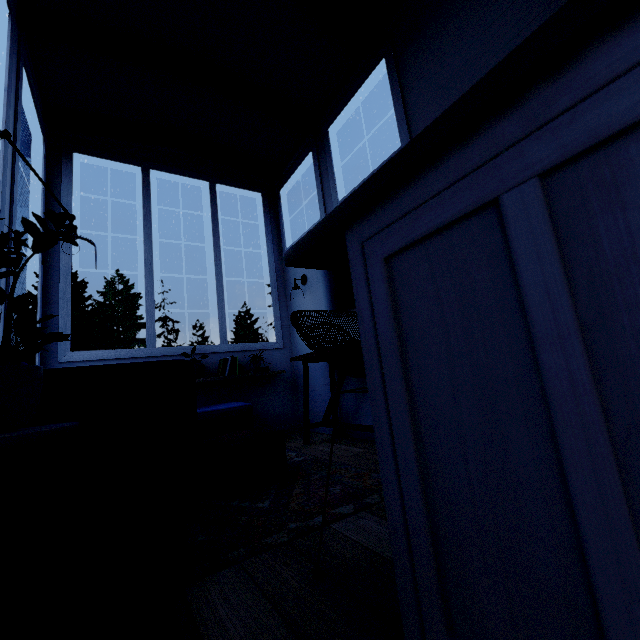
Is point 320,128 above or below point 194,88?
below
